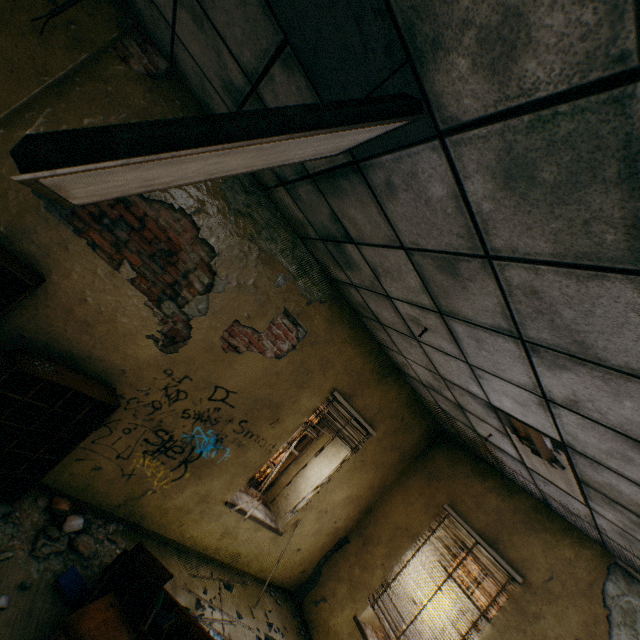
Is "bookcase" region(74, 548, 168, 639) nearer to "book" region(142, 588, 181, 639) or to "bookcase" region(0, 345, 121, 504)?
"book" region(142, 588, 181, 639)

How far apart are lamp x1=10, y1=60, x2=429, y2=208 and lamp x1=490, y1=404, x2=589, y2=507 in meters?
2.8

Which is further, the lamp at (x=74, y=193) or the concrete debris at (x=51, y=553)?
the concrete debris at (x=51, y=553)

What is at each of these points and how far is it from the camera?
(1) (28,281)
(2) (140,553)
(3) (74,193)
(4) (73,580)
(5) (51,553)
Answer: (1) bookcase, 2.7m
(2) wooden board, 3.3m
(3) lamp, 1.1m
(4) book, 3.0m
(5) concrete debris, 3.0m

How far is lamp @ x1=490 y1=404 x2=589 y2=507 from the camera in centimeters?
290cm

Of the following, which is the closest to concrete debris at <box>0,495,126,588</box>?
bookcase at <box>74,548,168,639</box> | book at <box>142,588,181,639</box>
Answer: bookcase at <box>74,548,168,639</box>

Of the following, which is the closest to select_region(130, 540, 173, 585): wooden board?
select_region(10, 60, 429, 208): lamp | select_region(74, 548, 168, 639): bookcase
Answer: select_region(74, 548, 168, 639): bookcase

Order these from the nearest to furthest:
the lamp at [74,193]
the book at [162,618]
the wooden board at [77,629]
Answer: the lamp at [74,193]
the wooden board at [77,629]
the book at [162,618]
